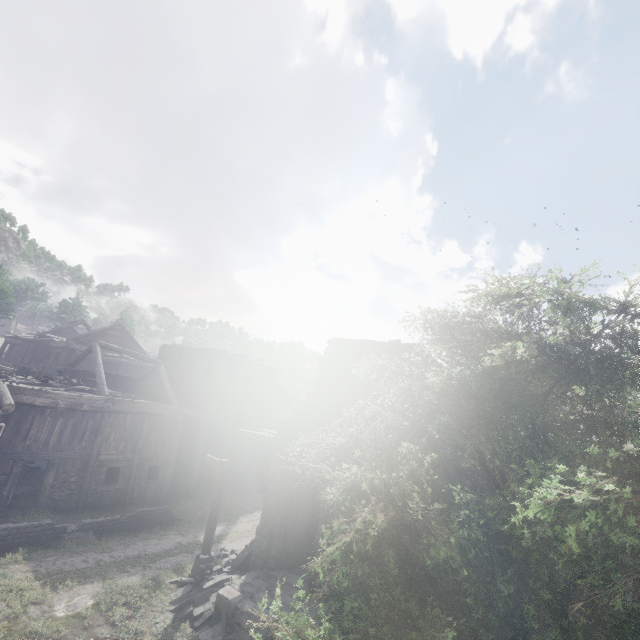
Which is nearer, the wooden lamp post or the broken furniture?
the wooden lamp post

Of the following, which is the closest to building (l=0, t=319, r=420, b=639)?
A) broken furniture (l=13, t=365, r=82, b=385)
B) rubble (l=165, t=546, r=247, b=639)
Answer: rubble (l=165, t=546, r=247, b=639)

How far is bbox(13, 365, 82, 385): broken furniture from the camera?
18.72m

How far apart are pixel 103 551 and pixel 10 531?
3.4 meters

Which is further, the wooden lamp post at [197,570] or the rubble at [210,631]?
the wooden lamp post at [197,570]

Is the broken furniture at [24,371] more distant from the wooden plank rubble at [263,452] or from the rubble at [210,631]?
the rubble at [210,631]

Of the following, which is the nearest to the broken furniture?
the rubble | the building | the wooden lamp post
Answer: the building

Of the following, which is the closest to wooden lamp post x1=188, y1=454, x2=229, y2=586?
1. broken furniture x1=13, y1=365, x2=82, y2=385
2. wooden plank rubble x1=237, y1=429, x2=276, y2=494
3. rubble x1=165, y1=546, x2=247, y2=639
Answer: rubble x1=165, y1=546, x2=247, y2=639
